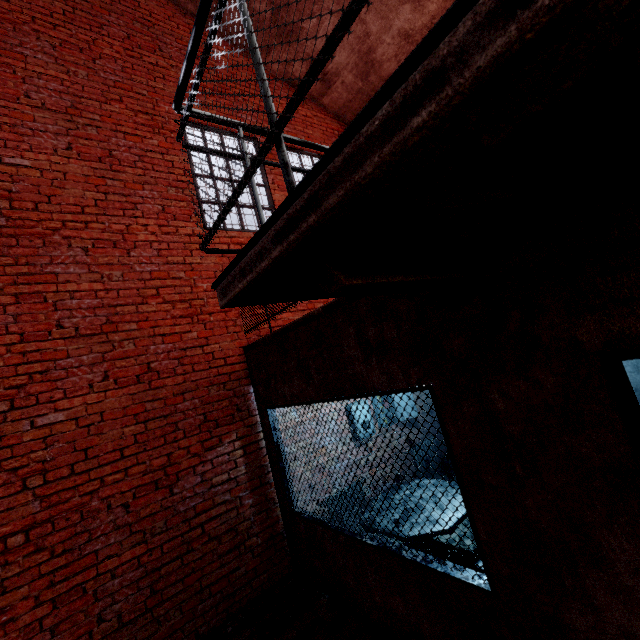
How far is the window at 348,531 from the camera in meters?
2.2

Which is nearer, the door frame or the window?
the door frame

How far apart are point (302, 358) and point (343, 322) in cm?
83

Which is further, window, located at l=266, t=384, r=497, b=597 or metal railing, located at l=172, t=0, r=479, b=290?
window, located at l=266, t=384, r=497, b=597

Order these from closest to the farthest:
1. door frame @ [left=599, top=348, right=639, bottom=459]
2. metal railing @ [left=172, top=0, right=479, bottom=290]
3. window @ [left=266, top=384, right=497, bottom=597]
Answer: metal railing @ [left=172, top=0, right=479, bottom=290], door frame @ [left=599, top=348, right=639, bottom=459], window @ [left=266, top=384, right=497, bottom=597]

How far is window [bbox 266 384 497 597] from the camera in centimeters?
217cm

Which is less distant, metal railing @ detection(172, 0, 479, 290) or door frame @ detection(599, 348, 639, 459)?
metal railing @ detection(172, 0, 479, 290)

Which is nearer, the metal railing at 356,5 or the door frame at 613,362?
the metal railing at 356,5
